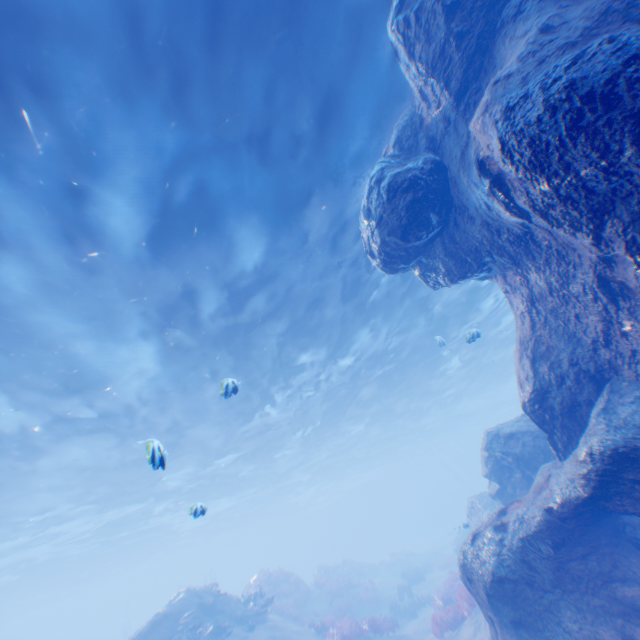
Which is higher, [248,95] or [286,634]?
[248,95]

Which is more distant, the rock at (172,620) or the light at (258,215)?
the rock at (172,620)

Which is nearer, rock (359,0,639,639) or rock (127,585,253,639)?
rock (359,0,639,639)

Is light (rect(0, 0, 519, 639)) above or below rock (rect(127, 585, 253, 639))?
above

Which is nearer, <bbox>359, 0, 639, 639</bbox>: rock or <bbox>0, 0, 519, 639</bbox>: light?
<bbox>359, 0, 639, 639</bbox>: rock

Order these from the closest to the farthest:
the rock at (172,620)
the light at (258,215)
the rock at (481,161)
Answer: the rock at (481,161) < the light at (258,215) < the rock at (172,620)
